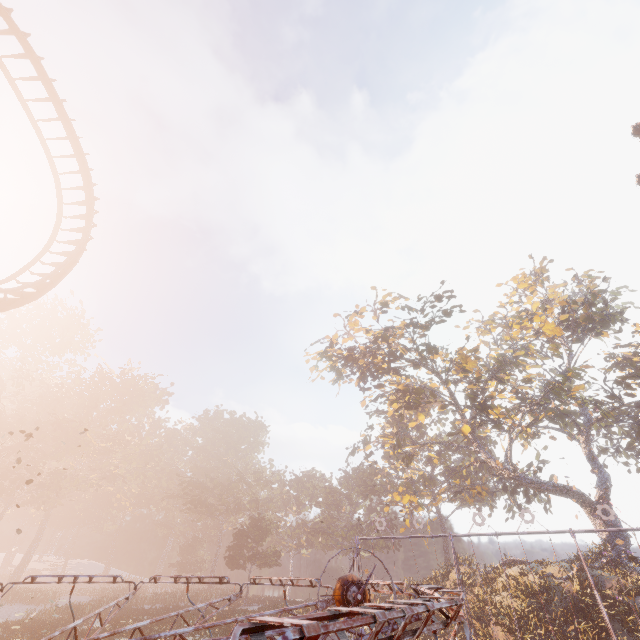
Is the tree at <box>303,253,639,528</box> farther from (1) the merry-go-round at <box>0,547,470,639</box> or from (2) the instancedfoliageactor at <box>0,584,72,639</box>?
(1) the merry-go-round at <box>0,547,470,639</box>

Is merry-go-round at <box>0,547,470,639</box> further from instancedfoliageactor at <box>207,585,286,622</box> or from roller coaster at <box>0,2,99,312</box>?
instancedfoliageactor at <box>207,585,286,622</box>

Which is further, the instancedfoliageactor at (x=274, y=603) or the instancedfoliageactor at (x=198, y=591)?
the instancedfoliageactor at (x=198, y=591)

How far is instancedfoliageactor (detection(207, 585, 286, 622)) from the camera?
25.2m

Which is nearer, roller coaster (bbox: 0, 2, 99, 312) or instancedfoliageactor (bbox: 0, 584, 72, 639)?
roller coaster (bbox: 0, 2, 99, 312)

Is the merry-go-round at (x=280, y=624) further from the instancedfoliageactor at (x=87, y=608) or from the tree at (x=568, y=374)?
the tree at (x=568, y=374)

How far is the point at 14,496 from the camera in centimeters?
5781cm
